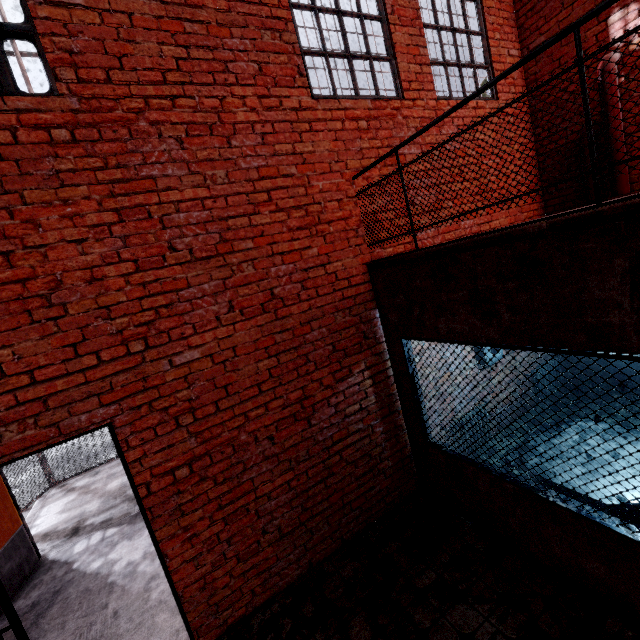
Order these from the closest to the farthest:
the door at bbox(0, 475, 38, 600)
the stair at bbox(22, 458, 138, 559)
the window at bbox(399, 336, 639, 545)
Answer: the window at bbox(399, 336, 639, 545)
the door at bbox(0, 475, 38, 600)
the stair at bbox(22, 458, 138, 559)

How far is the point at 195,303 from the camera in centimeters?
300cm

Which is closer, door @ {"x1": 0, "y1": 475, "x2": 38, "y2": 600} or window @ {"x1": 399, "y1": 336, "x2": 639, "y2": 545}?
window @ {"x1": 399, "y1": 336, "x2": 639, "y2": 545}

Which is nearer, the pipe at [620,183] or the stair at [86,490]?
Answer: the pipe at [620,183]

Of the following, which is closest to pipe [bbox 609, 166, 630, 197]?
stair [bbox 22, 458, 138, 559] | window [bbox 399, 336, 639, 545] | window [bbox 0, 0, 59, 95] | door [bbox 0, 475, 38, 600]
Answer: window [bbox 399, 336, 639, 545]

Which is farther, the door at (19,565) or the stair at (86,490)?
the stair at (86,490)

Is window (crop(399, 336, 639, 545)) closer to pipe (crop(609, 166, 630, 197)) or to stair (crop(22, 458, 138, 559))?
pipe (crop(609, 166, 630, 197))

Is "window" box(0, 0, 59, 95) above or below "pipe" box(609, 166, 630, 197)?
above
